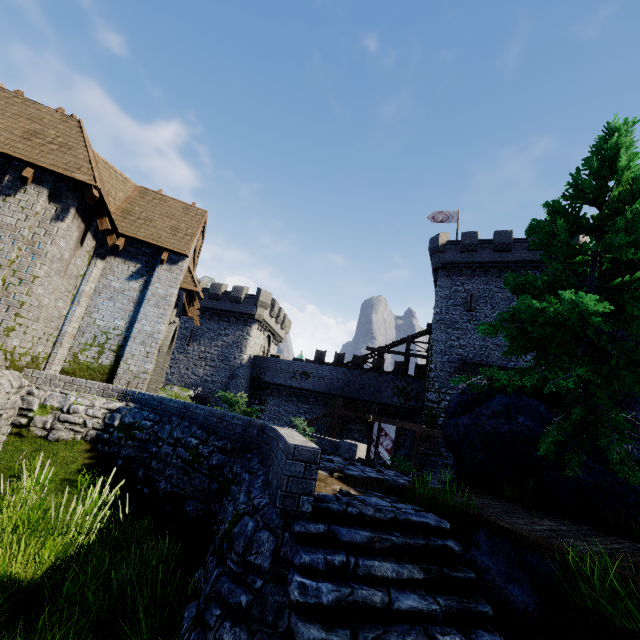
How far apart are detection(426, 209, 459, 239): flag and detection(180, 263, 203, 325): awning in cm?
2424

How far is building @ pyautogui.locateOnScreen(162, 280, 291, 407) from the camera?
32.5m

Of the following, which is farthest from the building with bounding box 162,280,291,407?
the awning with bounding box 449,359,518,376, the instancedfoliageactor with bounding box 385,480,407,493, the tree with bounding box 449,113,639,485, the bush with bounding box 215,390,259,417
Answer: the instancedfoliageactor with bounding box 385,480,407,493

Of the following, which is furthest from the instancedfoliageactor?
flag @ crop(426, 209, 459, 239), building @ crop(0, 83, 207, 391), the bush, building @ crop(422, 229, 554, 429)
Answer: flag @ crop(426, 209, 459, 239)

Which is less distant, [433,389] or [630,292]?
[630,292]

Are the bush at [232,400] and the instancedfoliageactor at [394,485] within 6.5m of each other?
yes

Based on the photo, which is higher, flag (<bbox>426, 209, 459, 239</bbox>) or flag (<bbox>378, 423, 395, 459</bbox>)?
flag (<bbox>426, 209, 459, 239</bbox>)

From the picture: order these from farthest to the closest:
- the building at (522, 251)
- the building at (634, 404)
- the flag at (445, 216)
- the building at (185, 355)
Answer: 1. the building at (185, 355)
2. the flag at (445, 216)
3. the building at (522, 251)
4. the building at (634, 404)
